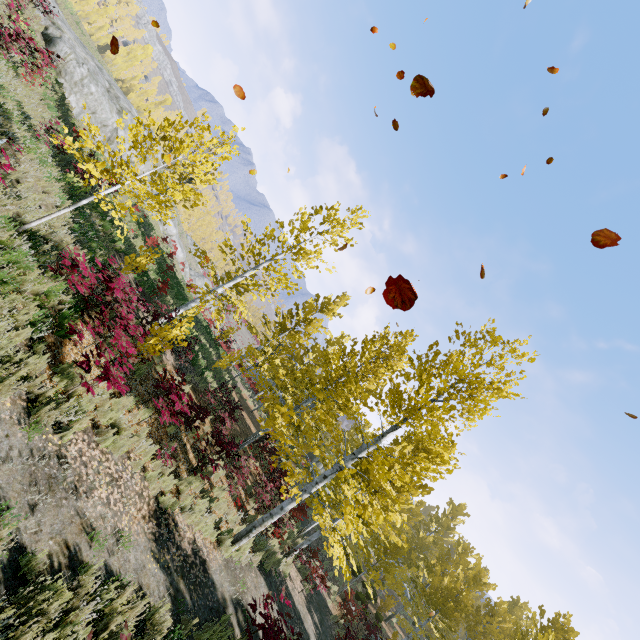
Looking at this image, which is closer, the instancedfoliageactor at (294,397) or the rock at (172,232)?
the instancedfoliageactor at (294,397)

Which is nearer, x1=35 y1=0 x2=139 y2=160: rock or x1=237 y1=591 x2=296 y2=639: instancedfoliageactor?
x1=237 y1=591 x2=296 y2=639: instancedfoliageactor

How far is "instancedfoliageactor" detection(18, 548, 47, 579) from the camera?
3.7 meters

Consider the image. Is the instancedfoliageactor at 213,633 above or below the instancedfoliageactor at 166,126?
below

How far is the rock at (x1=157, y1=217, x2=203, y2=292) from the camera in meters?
37.0

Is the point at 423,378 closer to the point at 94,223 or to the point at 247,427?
the point at 94,223
